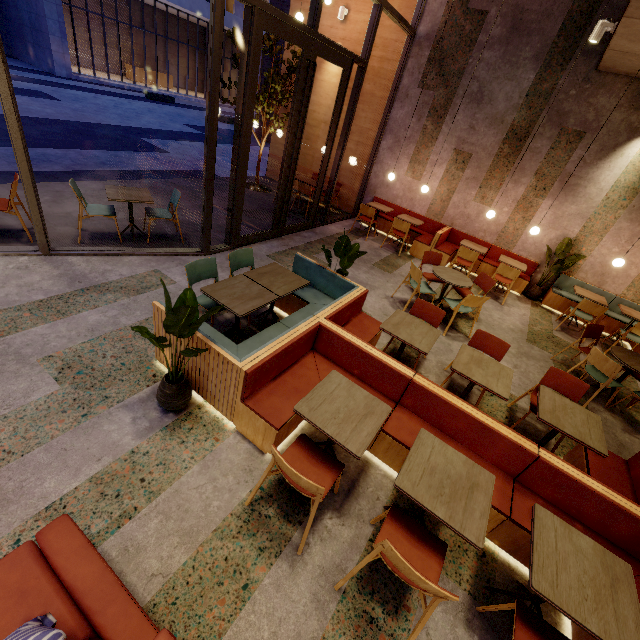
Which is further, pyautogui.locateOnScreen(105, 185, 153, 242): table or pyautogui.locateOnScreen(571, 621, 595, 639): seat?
pyautogui.locateOnScreen(105, 185, 153, 242): table

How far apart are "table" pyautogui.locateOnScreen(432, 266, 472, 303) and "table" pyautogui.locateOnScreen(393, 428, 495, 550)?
3.6 meters

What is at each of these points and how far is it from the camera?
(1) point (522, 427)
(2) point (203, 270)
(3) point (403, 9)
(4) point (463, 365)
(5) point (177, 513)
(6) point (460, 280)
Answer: (1) building, 4.2 meters
(2) chair, 4.0 meters
(3) building, 7.8 meters
(4) table, 3.6 meters
(5) building, 2.5 meters
(6) table, 5.8 meters

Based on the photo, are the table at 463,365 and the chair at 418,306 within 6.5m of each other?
yes

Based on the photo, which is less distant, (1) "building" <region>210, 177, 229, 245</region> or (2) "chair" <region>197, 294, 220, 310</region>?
(2) "chair" <region>197, 294, 220, 310</region>

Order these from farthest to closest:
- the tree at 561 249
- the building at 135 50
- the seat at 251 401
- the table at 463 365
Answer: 1. the building at 135 50
2. the tree at 561 249
3. the table at 463 365
4. the seat at 251 401

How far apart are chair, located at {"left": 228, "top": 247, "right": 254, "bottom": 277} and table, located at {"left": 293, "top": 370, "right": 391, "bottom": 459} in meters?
1.8 m

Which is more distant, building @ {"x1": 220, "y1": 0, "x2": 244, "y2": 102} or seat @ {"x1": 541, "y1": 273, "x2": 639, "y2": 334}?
building @ {"x1": 220, "y1": 0, "x2": 244, "y2": 102}
